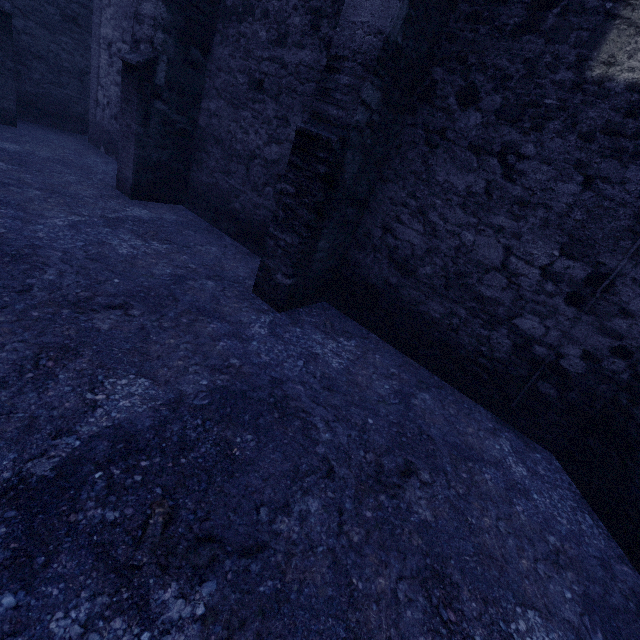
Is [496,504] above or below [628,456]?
below
